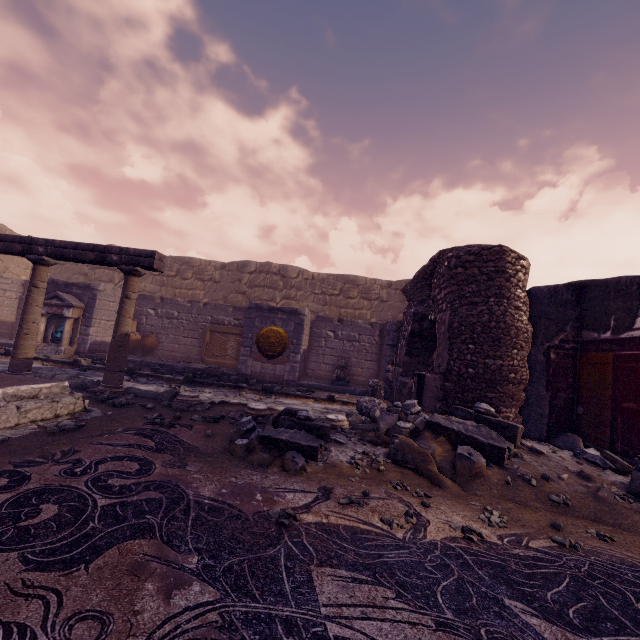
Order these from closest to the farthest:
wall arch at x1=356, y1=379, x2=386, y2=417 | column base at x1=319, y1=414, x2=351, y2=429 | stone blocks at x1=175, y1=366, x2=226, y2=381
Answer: column base at x1=319, y1=414, x2=351, y2=429 → wall arch at x1=356, y1=379, x2=386, y2=417 → stone blocks at x1=175, y1=366, x2=226, y2=381

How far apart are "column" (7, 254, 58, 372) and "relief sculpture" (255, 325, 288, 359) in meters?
5.1 m

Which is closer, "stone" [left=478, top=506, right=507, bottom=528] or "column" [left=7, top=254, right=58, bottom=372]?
"stone" [left=478, top=506, right=507, bottom=528]

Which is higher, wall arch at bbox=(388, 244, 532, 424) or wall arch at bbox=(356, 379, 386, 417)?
wall arch at bbox=(388, 244, 532, 424)

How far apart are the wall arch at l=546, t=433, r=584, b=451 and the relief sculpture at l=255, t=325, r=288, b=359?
6.9m

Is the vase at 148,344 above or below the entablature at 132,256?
below

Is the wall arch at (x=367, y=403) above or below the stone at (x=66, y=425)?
above

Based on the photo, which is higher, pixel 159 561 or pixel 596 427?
pixel 596 427
